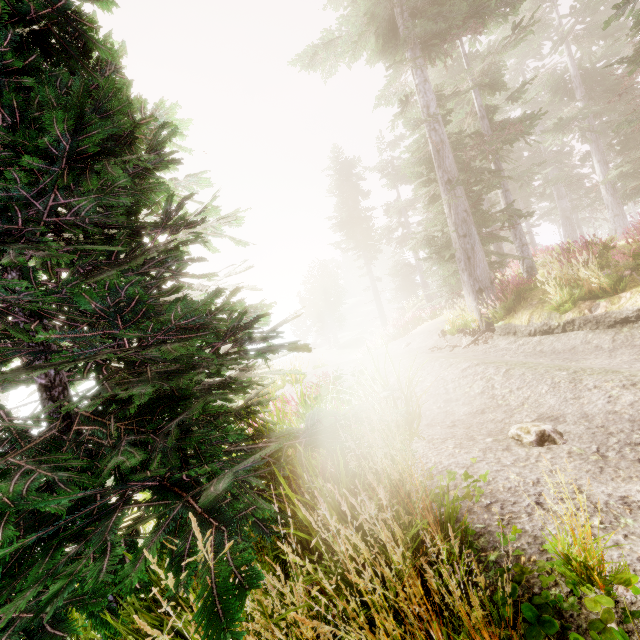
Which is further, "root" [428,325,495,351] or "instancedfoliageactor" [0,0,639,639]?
"root" [428,325,495,351]

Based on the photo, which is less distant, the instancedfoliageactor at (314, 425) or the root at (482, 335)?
the instancedfoliageactor at (314, 425)

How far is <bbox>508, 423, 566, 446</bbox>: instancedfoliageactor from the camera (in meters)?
3.31

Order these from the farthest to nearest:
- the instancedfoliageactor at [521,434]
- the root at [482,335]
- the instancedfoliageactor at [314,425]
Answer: the root at [482,335]
the instancedfoliageactor at [521,434]
the instancedfoliageactor at [314,425]

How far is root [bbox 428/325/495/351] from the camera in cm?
951

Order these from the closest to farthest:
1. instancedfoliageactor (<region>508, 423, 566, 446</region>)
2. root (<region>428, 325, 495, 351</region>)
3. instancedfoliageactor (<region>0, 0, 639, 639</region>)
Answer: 1. instancedfoliageactor (<region>0, 0, 639, 639</region>)
2. instancedfoliageactor (<region>508, 423, 566, 446</region>)
3. root (<region>428, 325, 495, 351</region>)

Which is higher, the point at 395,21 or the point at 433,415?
the point at 395,21
